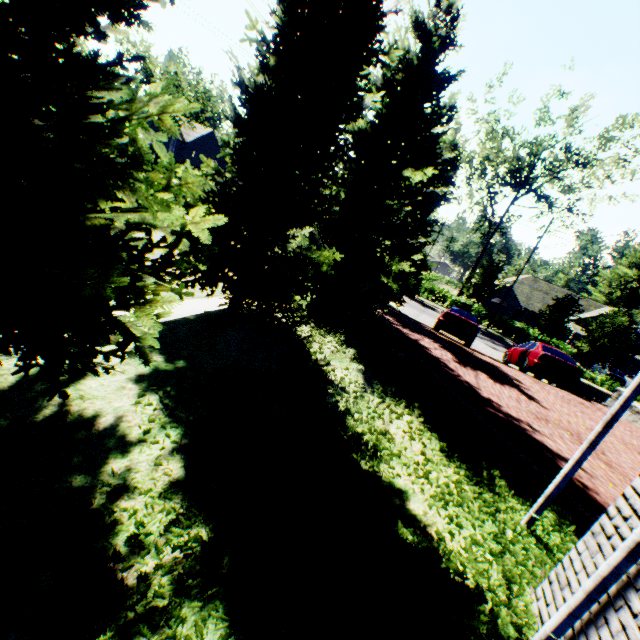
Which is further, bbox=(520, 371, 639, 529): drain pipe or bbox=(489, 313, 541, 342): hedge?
bbox=(489, 313, 541, 342): hedge

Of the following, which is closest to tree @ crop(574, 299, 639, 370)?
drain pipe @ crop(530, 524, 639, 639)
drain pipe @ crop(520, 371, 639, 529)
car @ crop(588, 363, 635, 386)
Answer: drain pipe @ crop(530, 524, 639, 639)

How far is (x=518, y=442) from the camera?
6.40m

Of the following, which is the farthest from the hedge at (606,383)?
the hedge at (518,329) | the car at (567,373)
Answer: the hedge at (518,329)

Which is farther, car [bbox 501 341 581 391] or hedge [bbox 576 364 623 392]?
hedge [bbox 576 364 623 392]

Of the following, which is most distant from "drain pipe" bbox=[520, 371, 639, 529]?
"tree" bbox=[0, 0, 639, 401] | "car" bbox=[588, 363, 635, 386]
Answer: "car" bbox=[588, 363, 635, 386]

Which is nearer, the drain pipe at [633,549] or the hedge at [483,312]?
the drain pipe at [633,549]

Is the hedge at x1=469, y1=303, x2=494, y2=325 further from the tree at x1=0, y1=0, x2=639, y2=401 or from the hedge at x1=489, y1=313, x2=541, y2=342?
the tree at x1=0, y1=0, x2=639, y2=401
